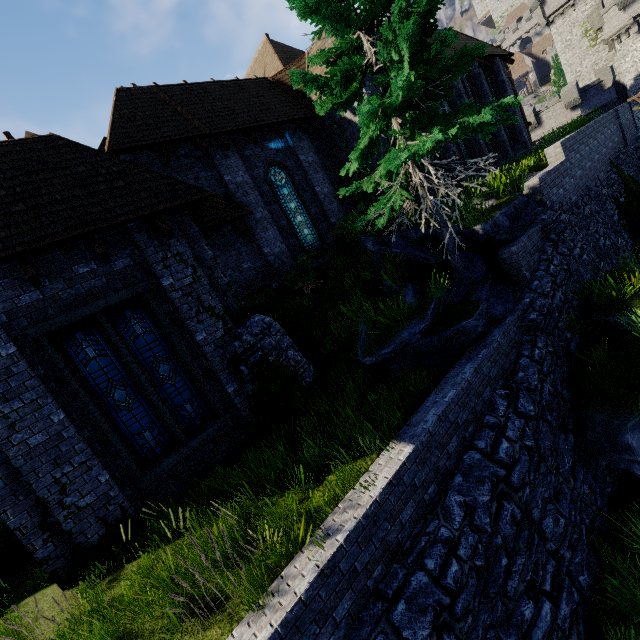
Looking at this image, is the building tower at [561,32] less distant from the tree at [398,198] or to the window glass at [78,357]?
the tree at [398,198]

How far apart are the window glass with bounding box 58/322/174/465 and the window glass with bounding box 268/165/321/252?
8.6m

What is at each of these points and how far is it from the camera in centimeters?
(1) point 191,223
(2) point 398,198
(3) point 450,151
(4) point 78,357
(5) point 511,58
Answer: (1) building, 819cm
(2) tree, 742cm
(3) building, 1515cm
(4) window glass, 665cm
(5) building, 2011cm

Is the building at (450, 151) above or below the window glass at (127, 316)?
above

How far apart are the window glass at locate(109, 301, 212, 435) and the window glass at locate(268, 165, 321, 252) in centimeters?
766cm

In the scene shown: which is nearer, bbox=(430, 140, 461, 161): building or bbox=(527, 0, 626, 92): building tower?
bbox=(430, 140, 461, 161): building

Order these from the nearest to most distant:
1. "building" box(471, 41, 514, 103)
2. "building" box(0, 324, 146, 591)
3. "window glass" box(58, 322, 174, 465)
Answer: "building" box(0, 324, 146, 591), "window glass" box(58, 322, 174, 465), "building" box(471, 41, 514, 103)

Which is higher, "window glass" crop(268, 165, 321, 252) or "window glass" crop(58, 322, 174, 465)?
"window glass" crop(268, 165, 321, 252)
